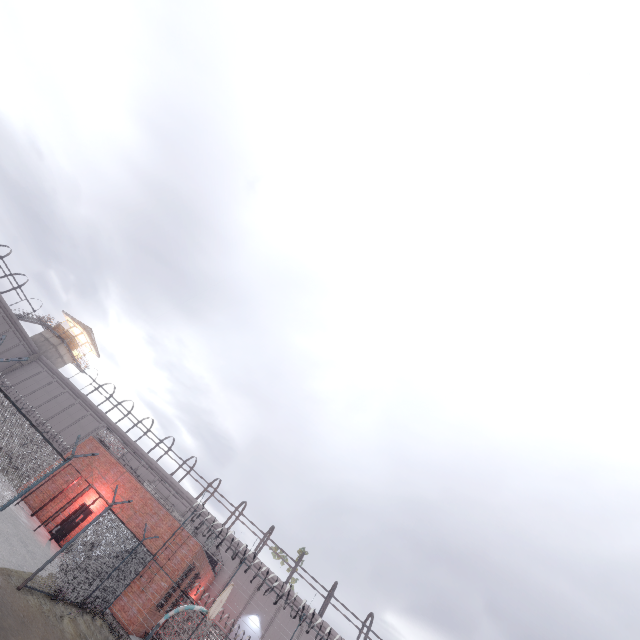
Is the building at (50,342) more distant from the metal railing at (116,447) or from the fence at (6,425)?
the metal railing at (116,447)

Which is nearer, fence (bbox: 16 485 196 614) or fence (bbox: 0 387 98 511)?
fence (bbox: 0 387 98 511)

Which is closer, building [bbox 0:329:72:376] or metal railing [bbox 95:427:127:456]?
metal railing [bbox 95:427:127:456]

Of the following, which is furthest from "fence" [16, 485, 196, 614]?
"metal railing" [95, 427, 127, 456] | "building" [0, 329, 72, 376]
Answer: "building" [0, 329, 72, 376]

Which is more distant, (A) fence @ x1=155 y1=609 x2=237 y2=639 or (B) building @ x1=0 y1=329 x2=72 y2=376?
(B) building @ x1=0 y1=329 x2=72 y2=376

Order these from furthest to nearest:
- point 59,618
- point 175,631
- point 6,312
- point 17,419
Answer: point 6,312
point 17,419
point 175,631
point 59,618

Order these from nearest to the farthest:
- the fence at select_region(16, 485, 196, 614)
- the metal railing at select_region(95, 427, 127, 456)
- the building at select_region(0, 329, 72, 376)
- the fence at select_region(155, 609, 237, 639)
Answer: the fence at select_region(16, 485, 196, 614), the fence at select_region(155, 609, 237, 639), the metal railing at select_region(95, 427, 127, 456), the building at select_region(0, 329, 72, 376)

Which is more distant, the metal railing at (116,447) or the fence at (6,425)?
the metal railing at (116,447)
